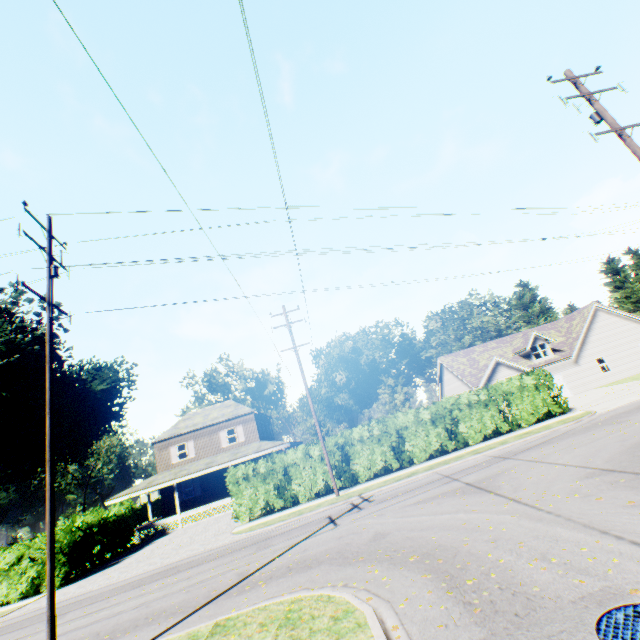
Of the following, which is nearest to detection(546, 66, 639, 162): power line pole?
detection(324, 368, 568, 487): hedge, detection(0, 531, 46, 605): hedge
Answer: detection(324, 368, 568, 487): hedge

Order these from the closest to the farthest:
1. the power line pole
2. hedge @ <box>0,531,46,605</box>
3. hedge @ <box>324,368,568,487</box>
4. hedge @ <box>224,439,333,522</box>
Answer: the power line pole, hedge @ <box>0,531,46,605</box>, hedge @ <box>224,439,333,522</box>, hedge @ <box>324,368,568,487</box>

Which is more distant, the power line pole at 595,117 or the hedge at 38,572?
the hedge at 38,572

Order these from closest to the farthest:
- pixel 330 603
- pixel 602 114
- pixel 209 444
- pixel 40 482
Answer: pixel 330 603, pixel 602 114, pixel 209 444, pixel 40 482

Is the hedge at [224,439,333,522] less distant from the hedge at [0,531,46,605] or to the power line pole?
the hedge at [0,531,46,605]

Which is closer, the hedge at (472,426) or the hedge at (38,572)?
the hedge at (38,572)
